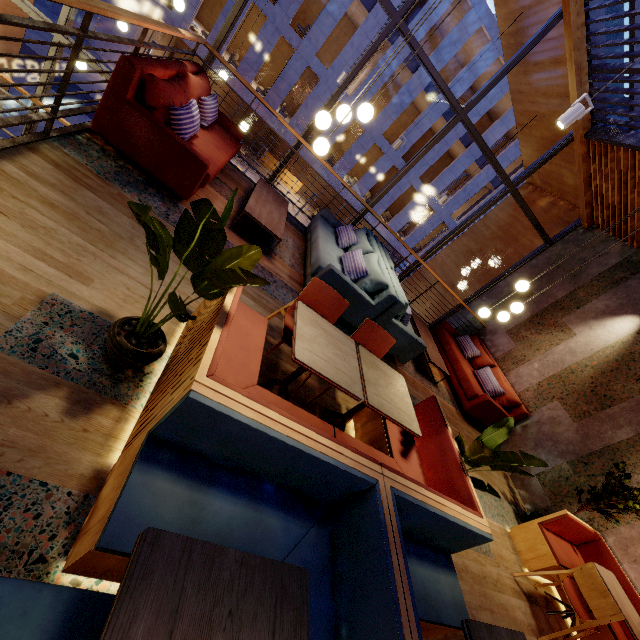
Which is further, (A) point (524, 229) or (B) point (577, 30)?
(A) point (524, 229)

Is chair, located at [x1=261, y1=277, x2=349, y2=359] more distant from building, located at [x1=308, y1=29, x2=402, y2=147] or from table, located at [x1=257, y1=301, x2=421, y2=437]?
building, located at [x1=308, y1=29, x2=402, y2=147]

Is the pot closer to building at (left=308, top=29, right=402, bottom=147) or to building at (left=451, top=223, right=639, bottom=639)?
building at (left=451, top=223, right=639, bottom=639)

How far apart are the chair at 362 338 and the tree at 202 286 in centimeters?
145cm

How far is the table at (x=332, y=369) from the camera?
2.2 meters

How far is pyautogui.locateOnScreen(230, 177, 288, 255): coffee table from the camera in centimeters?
415cm

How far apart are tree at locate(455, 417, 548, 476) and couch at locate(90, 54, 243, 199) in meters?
3.6

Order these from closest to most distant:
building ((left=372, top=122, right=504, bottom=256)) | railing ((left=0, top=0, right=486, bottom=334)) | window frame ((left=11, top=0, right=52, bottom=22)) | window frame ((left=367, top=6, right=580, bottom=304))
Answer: railing ((left=0, top=0, right=486, bottom=334))
window frame ((left=11, top=0, right=52, bottom=22))
window frame ((left=367, top=6, right=580, bottom=304))
building ((left=372, top=122, right=504, bottom=256))
